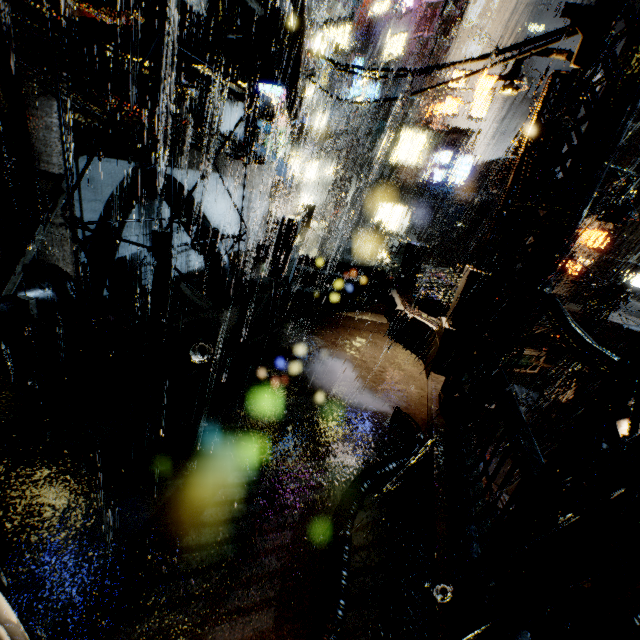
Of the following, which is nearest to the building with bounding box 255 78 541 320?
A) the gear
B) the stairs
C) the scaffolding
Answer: the stairs

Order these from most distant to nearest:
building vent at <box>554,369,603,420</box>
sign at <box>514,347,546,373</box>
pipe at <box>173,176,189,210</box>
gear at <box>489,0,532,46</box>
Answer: gear at <box>489,0,532,46</box>
building vent at <box>554,369,603,420</box>
sign at <box>514,347,546,373</box>
pipe at <box>173,176,189,210</box>

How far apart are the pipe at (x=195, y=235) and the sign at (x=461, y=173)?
27.47m

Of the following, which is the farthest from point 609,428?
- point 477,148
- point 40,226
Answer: point 477,148

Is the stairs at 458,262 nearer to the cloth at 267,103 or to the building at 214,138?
the building at 214,138

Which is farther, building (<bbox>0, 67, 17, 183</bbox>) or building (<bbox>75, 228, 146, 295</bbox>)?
building (<bbox>75, 228, 146, 295</bbox>)

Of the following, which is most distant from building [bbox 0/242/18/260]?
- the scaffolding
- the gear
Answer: the gear

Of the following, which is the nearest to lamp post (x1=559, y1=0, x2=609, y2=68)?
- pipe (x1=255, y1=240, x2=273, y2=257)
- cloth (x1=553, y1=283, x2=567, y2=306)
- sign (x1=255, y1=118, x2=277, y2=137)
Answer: pipe (x1=255, y1=240, x2=273, y2=257)
